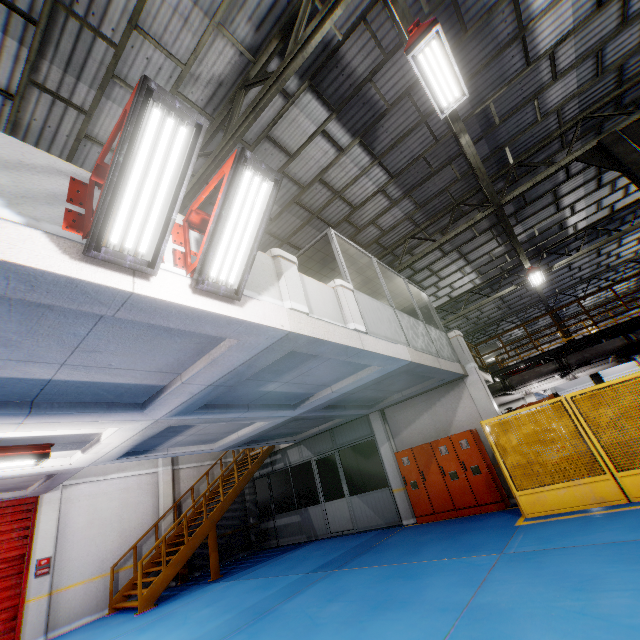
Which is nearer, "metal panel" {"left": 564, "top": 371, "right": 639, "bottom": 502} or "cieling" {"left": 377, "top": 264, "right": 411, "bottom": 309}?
"metal panel" {"left": 564, "top": 371, "right": 639, "bottom": 502}

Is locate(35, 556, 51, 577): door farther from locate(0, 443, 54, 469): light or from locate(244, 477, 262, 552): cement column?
locate(244, 477, 262, 552): cement column

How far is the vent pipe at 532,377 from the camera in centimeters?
1169cm

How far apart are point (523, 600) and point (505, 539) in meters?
2.9

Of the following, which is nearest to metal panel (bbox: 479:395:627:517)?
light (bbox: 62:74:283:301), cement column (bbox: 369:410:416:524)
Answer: cement column (bbox: 369:410:416:524)

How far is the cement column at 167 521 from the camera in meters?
12.3

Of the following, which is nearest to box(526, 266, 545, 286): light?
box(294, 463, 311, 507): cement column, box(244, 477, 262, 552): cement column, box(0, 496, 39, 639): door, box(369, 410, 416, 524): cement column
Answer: box(369, 410, 416, 524): cement column

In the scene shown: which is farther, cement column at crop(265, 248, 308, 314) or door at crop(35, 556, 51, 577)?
door at crop(35, 556, 51, 577)
